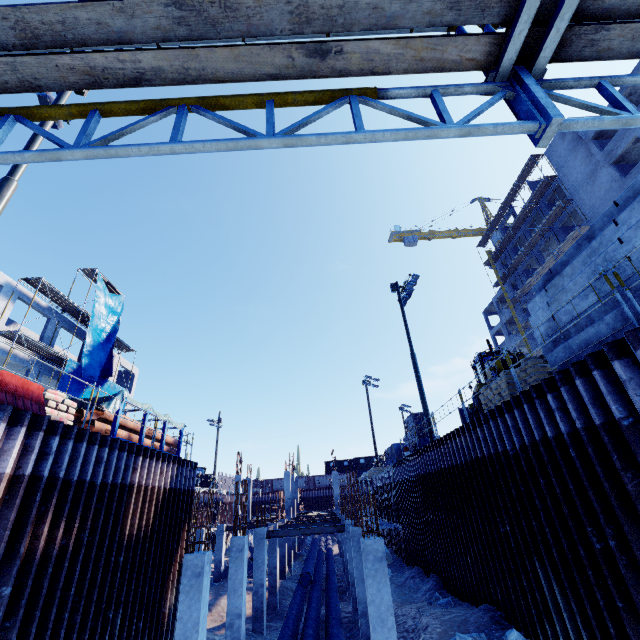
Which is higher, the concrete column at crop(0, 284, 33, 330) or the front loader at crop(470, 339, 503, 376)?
the concrete column at crop(0, 284, 33, 330)

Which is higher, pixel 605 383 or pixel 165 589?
pixel 605 383

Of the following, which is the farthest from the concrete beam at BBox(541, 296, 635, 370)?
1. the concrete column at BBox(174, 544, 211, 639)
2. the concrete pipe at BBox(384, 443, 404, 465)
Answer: the concrete pipe at BBox(384, 443, 404, 465)

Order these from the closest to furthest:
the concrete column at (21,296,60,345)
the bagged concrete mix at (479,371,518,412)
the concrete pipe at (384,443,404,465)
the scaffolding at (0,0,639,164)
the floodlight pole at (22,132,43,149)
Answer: the scaffolding at (0,0,639,164), the floodlight pole at (22,132,43,149), the bagged concrete mix at (479,371,518,412), the concrete column at (21,296,60,345), the concrete pipe at (384,443,404,465)

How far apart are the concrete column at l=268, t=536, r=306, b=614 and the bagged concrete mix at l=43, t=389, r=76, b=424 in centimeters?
2137cm

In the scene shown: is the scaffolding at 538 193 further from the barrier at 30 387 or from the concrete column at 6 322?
the barrier at 30 387

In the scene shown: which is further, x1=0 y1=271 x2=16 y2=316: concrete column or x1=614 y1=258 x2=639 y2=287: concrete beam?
x1=0 y1=271 x2=16 y2=316: concrete column

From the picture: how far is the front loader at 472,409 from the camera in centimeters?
1466cm
